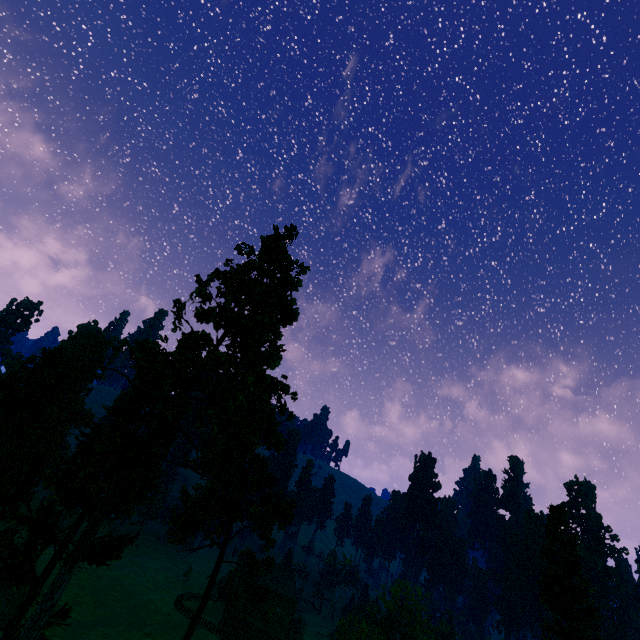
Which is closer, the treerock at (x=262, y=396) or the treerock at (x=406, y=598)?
the treerock at (x=262, y=396)

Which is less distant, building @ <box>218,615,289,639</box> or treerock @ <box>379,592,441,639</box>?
treerock @ <box>379,592,441,639</box>

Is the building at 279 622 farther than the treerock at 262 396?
Yes

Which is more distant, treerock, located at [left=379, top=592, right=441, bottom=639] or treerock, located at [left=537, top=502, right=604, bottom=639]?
treerock, located at [left=379, top=592, right=441, bottom=639]

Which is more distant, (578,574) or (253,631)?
(253,631)

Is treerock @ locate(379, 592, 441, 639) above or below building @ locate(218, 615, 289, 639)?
above

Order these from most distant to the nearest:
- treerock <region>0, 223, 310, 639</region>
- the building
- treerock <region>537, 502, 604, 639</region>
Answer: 1. the building
2. treerock <region>537, 502, 604, 639</region>
3. treerock <region>0, 223, 310, 639</region>
